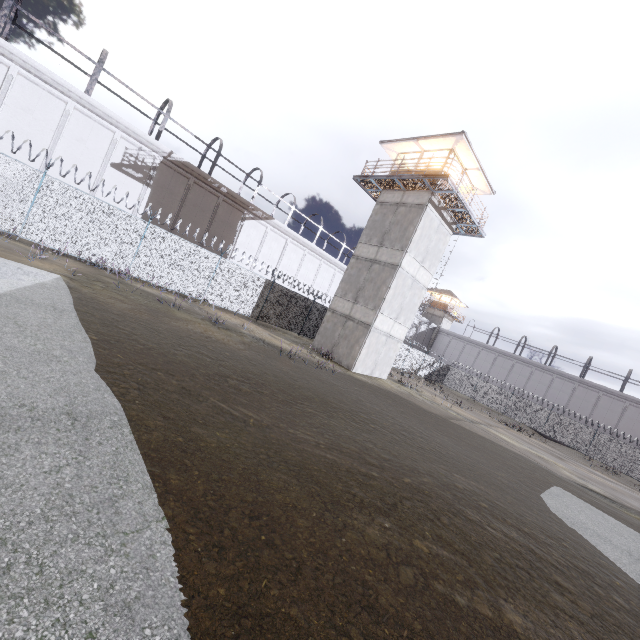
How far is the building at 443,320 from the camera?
55.25m

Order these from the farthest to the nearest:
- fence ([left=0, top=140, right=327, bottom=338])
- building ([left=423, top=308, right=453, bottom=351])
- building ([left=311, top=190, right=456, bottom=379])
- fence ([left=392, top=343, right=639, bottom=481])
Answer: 1. building ([left=423, top=308, right=453, bottom=351])
2. fence ([left=392, top=343, right=639, bottom=481])
3. building ([left=311, top=190, right=456, bottom=379])
4. fence ([left=0, top=140, right=327, bottom=338])

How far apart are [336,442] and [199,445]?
3.2 meters

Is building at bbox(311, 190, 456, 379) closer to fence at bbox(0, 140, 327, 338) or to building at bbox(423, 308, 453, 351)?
fence at bbox(0, 140, 327, 338)

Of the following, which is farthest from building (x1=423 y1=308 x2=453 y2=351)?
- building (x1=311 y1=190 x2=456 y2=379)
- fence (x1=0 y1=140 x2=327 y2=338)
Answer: building (x1=311 y1=190 x2=456 y2=379)

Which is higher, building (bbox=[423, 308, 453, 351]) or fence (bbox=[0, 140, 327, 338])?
building (bbox=[423, 308, 453, 351])

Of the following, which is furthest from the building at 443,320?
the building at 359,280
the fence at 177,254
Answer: the building at 359,280
